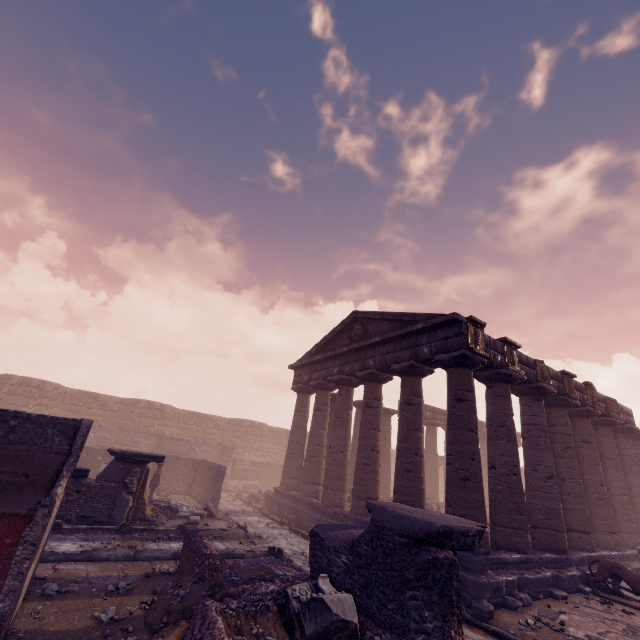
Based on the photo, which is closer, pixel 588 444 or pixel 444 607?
pixel 444 607

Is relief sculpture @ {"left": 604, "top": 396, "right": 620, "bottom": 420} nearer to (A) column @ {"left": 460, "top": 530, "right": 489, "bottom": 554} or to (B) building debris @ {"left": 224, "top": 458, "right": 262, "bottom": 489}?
(A) column @ {"left": 460, "top": 530, "right": 489, "bottom": 554}

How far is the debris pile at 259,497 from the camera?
18.3 meters

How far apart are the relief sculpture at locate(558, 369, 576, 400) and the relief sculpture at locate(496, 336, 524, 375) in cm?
334

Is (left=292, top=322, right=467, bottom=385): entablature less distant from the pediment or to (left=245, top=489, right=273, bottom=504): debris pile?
the pediment

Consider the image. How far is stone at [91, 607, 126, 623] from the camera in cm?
507

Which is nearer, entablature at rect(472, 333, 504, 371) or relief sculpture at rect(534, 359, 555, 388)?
entablature at rect(472, 333, 504, 371)

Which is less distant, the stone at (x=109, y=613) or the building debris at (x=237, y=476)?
the stone at (x=109, y=613)
